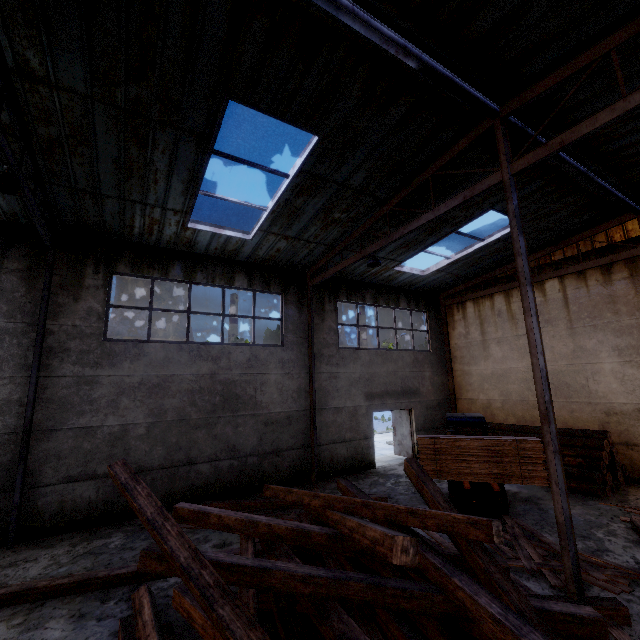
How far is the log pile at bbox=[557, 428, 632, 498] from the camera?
9.3 meters

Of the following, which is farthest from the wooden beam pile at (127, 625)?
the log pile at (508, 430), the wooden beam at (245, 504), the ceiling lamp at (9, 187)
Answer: the log pile at (508, 430)

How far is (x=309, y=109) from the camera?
6.08m

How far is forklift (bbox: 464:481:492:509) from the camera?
8.1m

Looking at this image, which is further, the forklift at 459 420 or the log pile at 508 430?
the log pile at 508 430

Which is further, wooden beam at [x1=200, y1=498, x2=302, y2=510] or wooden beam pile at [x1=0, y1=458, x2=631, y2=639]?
wooden beam at [x1=200, y1=498, x2=302, y2=510]

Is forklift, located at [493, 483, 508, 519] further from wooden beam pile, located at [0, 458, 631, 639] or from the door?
the door

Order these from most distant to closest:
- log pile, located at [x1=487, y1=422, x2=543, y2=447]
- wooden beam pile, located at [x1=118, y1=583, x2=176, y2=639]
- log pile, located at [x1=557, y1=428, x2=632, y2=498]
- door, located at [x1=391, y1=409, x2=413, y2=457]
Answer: door, located at [x1=391, y1=409, x2=413, y2=457] → log pile, located at [x1=487, y1=422, x2=543, y2=447] → log pile, located at [x1=557, y1=428, x2=632, y2=498] → wooden beam pile, located at [x1=118, y1=583, x2=176, y2=639]
